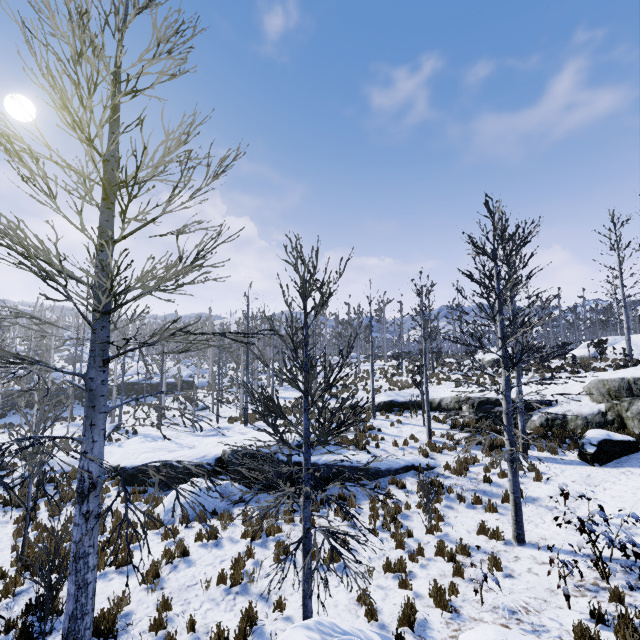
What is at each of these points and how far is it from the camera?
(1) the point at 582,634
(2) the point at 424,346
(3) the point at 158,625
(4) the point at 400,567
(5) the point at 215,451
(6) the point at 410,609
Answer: (1) instancedfoliageactor, 5.17m
(2) instancedfoliageactor, 15.88m
(3) instancedfoliageactor, 6.00m
(4) instancedfoliageactor, 7.59m
(5) rock, 13.72m
(6) instancedfoliageactor, 6.25m

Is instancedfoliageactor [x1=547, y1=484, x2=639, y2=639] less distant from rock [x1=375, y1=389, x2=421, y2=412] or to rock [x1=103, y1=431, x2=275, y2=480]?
rock [x1=375, y1=389, x2=421, y2=412]

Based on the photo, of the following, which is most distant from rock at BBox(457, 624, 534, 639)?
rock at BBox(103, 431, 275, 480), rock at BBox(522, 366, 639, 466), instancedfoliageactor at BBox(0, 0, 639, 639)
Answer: rock at BBox(522, 366, 639, 466)

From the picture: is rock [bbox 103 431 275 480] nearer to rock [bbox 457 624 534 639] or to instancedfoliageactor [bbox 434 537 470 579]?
instancedfoliageactor [bbox 434 537 470 579]

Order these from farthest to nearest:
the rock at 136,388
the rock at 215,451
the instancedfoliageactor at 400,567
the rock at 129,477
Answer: the rock at 136,388, the rock at 129,477, the rock at 215,451, the instancedfoliageactor at 400,567

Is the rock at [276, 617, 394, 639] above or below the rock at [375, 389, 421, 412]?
below

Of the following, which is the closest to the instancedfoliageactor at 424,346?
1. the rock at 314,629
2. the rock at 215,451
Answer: the rock at 314,629

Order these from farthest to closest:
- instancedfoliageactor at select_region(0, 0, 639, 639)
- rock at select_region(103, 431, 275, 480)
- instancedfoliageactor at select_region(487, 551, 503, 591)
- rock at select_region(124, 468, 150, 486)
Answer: rock at select_region(124, 468, 150, 486)
rock at select_region(103, 431, 275, 480)
instancedfoliageactor at select_region(487, 551, 503, 591)
instancedfoliageactor at select_region(0, 0, 639, 639)
